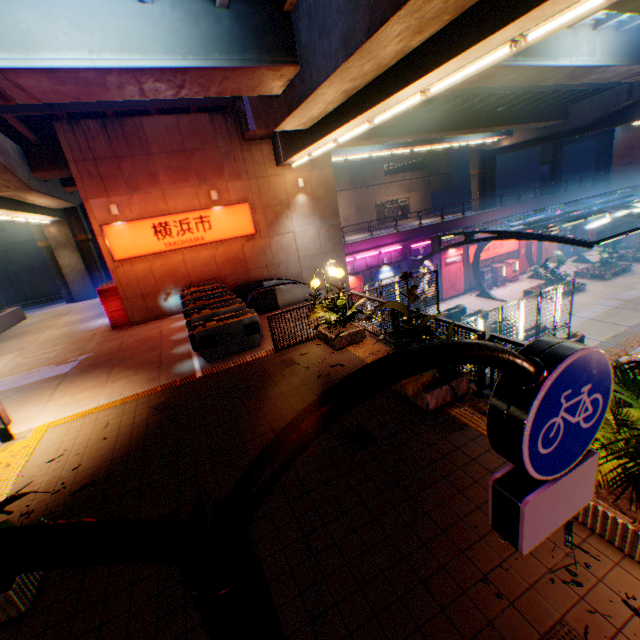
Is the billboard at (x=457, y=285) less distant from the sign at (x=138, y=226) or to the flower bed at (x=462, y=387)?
the sign at (x=138, y=226)

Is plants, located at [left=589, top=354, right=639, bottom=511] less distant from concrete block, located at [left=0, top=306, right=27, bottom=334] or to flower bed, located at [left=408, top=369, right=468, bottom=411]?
flower bed, located at [left=408, top=369, right=468, bottom=411]

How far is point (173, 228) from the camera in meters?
15.3

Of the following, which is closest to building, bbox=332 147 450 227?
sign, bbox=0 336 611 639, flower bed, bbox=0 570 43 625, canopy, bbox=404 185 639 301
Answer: canopy, bbox=404 185 639 301

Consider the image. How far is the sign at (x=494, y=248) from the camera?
30.3 meters

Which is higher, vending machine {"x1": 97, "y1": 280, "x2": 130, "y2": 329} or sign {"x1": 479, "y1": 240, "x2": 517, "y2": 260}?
vending machine {"x1": 97, "y1": 280, "x2": 130, "y2": 329}

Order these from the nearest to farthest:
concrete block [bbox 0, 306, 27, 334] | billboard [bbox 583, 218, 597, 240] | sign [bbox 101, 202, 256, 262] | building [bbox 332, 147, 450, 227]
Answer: sign [bbox 101, 202, 256, 262] → concrete block [bbox 0, 306, 27, 334] → billboard [bbox 583, 218, 597, 240] → building [bbox 332, 147, 450, 227]

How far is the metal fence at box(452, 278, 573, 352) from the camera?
5.5 meters
